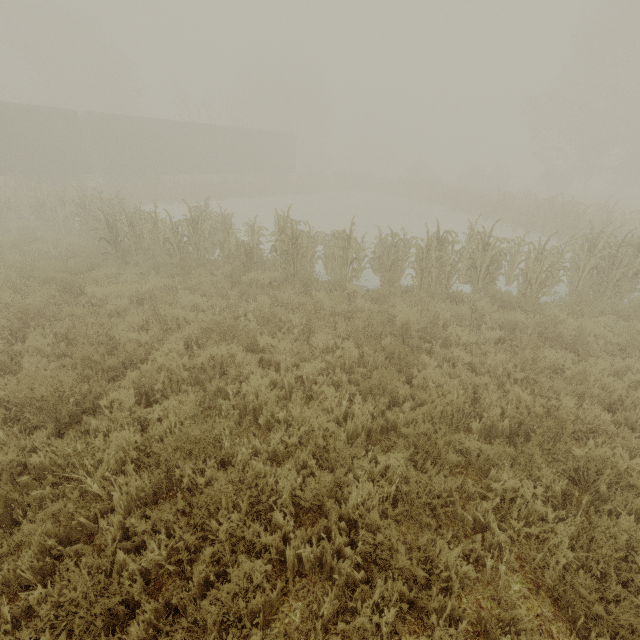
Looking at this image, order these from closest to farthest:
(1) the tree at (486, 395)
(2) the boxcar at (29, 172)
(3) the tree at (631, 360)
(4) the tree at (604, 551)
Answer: (4) the tree at (604, 551)
(1) the tree at (486, 395)
(3) the tree at (631, 360)
(2) the boxcar at (29, 172)

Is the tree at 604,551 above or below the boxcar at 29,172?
below

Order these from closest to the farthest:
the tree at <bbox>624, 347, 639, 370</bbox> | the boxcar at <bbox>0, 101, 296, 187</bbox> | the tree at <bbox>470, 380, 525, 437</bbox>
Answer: the tree at <bbox>470, 380, 525, 437</bbox>, the tree at <bbox>624, 347, 639, 370</bbox>, the boxcar at <bbox>0, 101, 296, 187</bbox>

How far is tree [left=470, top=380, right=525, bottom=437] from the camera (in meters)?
4.07

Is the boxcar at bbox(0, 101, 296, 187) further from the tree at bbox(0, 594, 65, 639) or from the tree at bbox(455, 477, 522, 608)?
the tree at bbox(455, 477, 522, 608)

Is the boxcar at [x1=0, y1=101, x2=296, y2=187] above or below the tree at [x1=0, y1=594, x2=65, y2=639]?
above

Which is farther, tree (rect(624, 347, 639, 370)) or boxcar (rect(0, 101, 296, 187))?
boxcar (rect(0, 101, 296, 187))

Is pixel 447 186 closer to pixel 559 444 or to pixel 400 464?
pixel 559 444
